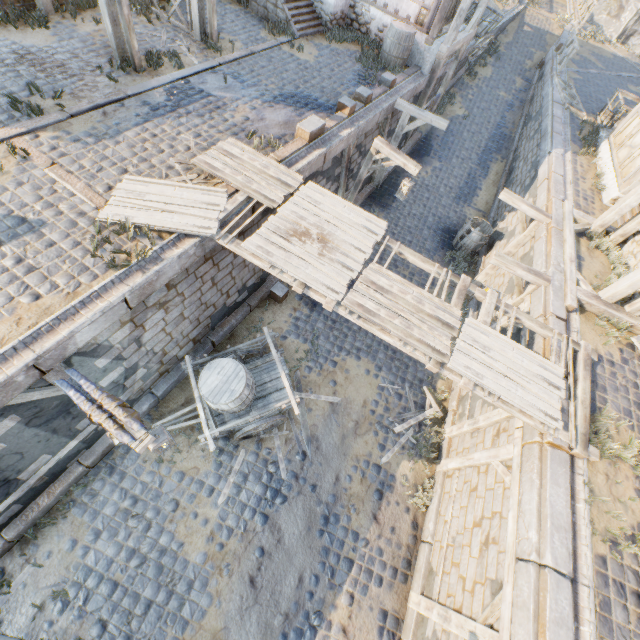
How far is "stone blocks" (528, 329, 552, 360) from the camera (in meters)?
6.30

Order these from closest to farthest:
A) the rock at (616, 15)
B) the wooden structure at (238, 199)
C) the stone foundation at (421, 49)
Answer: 1. the wooden structure at (238, 199)
2. the stone foundation at (421, 49)
3. the rock at (616, 15)

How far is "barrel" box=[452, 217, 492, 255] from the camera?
11.6m

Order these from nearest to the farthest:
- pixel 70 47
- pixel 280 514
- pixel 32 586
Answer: pixel 32 586, pixel 280 514, pixel 70 47

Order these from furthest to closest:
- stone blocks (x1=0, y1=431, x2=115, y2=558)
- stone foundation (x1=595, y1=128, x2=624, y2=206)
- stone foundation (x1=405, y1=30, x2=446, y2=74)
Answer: stone foundation (x1=405, y1=30, x2=446, y2=74)
stone foundation (x1=595, y1=128, x2=624, y2=206)
stone blocks (x1=0, y1=431, x2=115, y2=558)

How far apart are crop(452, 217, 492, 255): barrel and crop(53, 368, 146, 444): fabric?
11.53m

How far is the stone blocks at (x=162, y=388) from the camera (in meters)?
7.25
